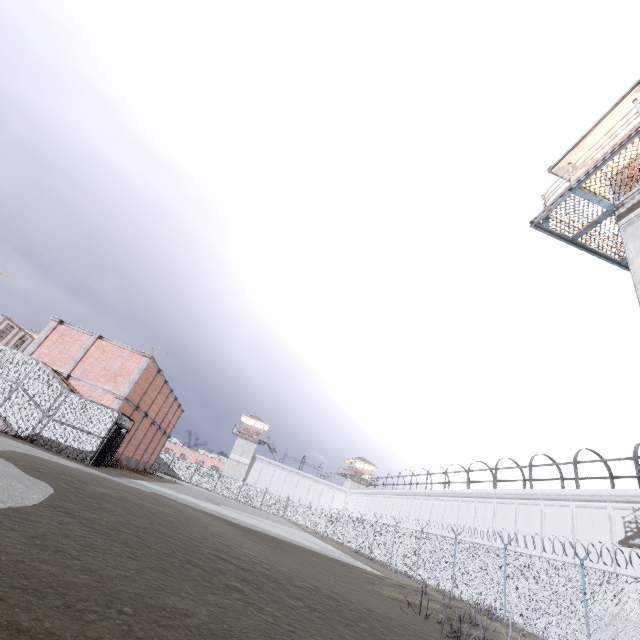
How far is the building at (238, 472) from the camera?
59.2 meters

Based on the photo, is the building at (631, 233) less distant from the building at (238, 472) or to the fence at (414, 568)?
the fence at (414, 568)

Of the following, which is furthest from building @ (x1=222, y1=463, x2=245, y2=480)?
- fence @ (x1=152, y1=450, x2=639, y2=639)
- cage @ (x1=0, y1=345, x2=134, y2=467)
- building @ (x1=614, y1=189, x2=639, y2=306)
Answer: building @ (x1=614, y1=189, x2=639, y2=306)

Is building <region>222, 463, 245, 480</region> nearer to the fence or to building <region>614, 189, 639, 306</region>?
the fence

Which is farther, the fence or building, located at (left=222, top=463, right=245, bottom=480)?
building, located at (left=222, top=463, right=245, bottom=480)

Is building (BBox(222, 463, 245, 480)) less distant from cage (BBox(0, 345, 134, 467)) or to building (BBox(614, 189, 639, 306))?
cage (BBox(0, 345, 134, 467))

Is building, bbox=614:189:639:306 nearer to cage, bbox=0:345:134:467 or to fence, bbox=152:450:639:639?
fence, bbox=152:450:639:639

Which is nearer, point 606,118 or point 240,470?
point 606,118
